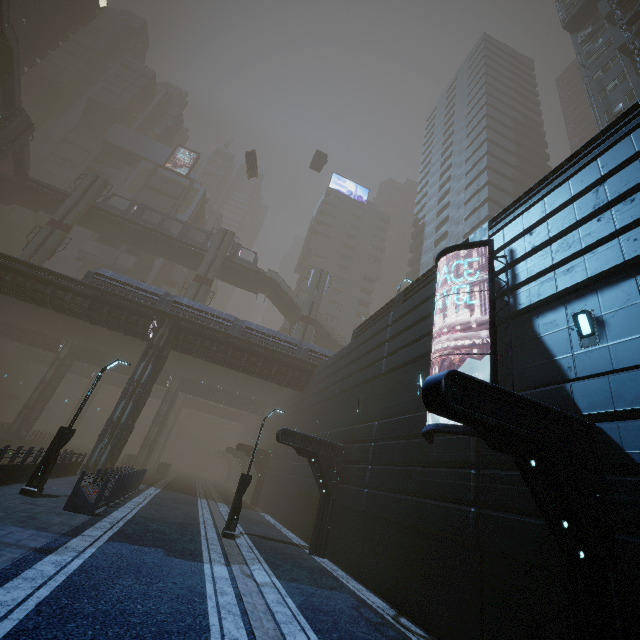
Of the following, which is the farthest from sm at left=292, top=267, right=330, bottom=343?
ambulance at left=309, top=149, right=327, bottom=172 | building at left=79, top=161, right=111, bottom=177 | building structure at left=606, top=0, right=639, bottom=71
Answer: building at left=79, top=161, right=111, bottom=177

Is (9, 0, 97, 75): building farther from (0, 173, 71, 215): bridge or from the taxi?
(0, 173, 71, 215): bridge

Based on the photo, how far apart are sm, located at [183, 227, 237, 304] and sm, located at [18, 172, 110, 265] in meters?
12.9 m

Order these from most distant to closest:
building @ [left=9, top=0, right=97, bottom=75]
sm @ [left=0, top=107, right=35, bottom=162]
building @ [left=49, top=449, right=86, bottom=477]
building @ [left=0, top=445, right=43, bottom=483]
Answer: building @ [left=9, top=0, right=97, bottom=75]
sm @ [left=0, top=107, right=35, bottom=162]
building @ [left=49, top=449, right=86, bottom=477]
building @ [left=0, top=445, right=43, bottom=483]

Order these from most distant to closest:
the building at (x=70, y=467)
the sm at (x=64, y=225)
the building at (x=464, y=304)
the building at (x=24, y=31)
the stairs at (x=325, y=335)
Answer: the stairs at (x=325, y=335) < the building at (x=24, y=31) < the sm at (x=64, y=225) < the building at (x=70, y=467) < the building at (x=464, y=304)

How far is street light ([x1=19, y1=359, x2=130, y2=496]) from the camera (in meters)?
11.87

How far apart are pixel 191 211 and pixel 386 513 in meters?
60.6 m

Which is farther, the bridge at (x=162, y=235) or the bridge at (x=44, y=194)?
the bridge at (x=162, y=235)
